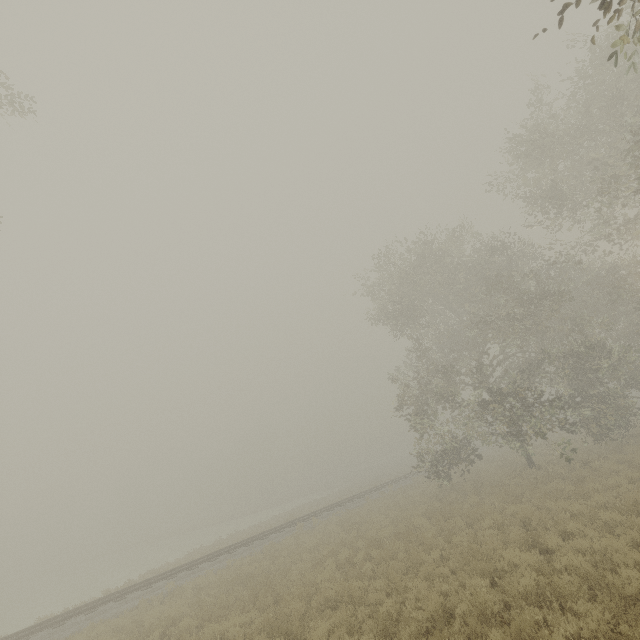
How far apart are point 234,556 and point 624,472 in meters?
20.4
